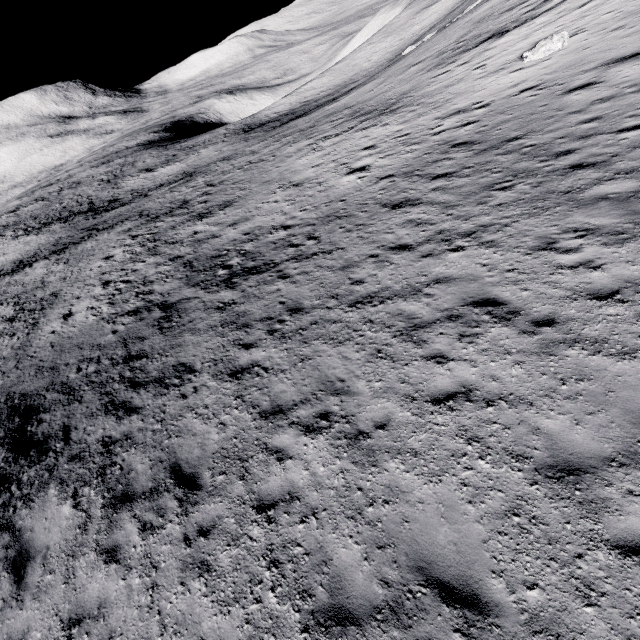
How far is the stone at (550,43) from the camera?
15.87m

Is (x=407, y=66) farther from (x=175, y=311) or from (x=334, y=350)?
(x=334, y=350)

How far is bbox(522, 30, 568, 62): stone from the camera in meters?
15.9
